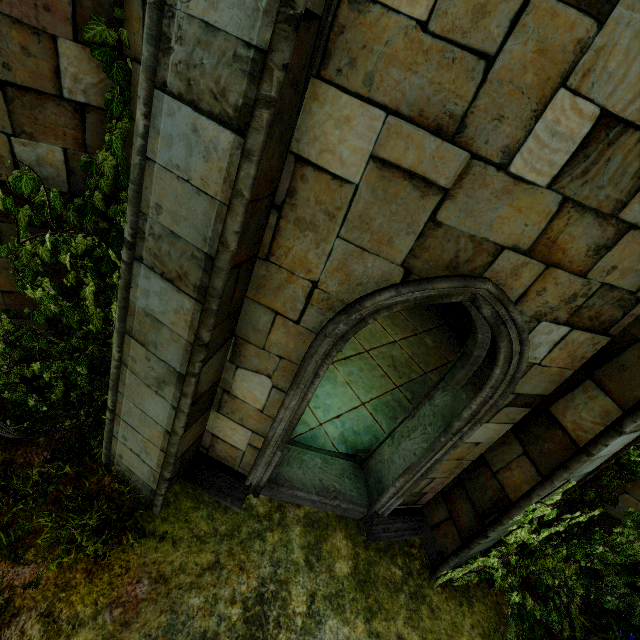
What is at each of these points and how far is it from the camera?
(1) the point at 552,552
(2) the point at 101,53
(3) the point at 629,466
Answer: (1) plant, 3.86m
(2) plant, 2.73m
(3) plant, 4.32m

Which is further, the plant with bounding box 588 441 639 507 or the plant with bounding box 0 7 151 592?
the plant with bounding box 588 441 639 507

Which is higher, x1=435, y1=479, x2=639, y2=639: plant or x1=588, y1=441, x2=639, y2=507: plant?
x1=588, y1=441, x2=639, y2=507: plant

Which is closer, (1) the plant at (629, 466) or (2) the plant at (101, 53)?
(2) the plant at (101, 53)
